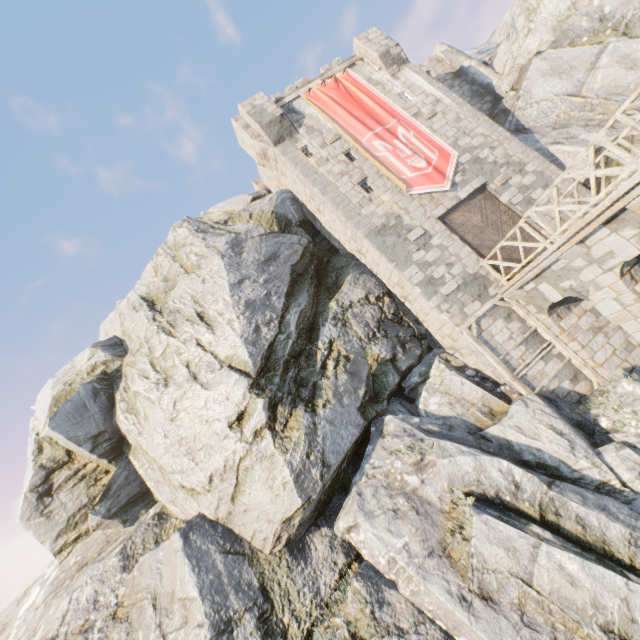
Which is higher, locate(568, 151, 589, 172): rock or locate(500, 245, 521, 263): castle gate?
locate(568, 151, 589, 172): rock

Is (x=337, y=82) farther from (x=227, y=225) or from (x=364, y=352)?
(x=364, y=352)

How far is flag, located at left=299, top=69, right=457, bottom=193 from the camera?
14.3 meters

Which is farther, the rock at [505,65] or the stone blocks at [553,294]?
the rock at [505,65]

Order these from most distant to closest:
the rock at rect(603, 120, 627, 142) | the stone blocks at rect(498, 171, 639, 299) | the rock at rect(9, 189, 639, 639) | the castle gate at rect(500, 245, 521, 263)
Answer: the rock at rect(603, 120, 627, 142) < the castle gate at rect(500, 245, 521, 263) < the rock at rect(9, 189, 639, 639) < the stone blocks at rect(498, 171, 639, 299)

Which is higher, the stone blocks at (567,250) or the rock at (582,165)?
the rock at (582,165)

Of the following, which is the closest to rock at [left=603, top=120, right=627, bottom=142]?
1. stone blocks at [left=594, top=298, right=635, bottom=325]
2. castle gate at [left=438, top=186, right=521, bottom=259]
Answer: stone blocks at [left=594, top=298, right=635, bottom=325]

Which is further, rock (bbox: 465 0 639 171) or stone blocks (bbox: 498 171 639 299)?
rock (bbox: 465 0 639 171)
